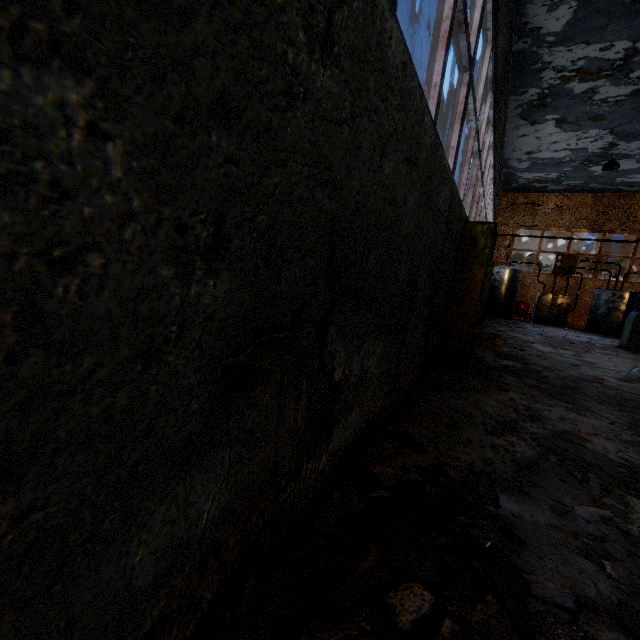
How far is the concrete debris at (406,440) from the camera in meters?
2.7

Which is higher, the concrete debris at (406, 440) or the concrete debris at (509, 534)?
the concrete debris at (509, 534)

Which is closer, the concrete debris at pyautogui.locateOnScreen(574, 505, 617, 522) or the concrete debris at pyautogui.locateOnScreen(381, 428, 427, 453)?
the concrete debris at pyautogui.locateOnScreen(574, 505, 617, 522)

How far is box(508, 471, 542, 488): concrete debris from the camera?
2.4 meters

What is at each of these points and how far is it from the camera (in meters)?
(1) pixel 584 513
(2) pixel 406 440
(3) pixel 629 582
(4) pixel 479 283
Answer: (1) concrete debris, 2.16
(2) concrete debris, 2.83
(3) concrete debris, 1.65
(4) power box, 5.32

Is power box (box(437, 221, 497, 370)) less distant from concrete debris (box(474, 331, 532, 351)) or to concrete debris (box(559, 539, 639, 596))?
concrete debris (box(474, 331, 532, 351))
